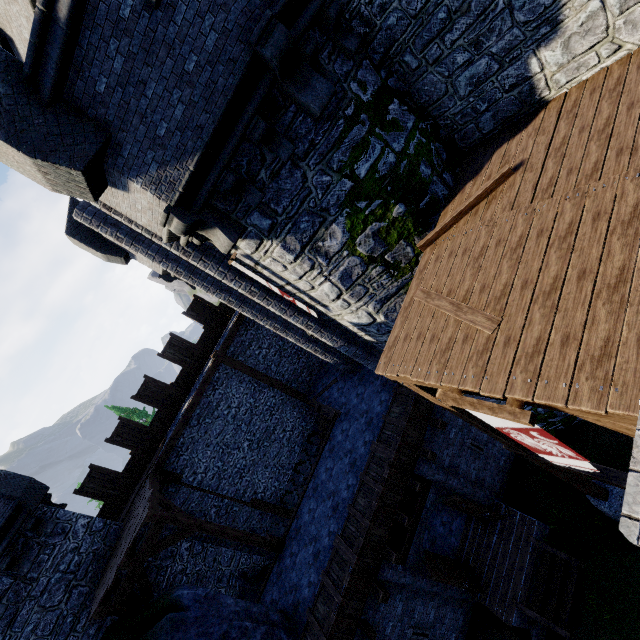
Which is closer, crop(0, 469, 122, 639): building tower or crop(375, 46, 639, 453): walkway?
crop(375, 46, 639, 453): walkway

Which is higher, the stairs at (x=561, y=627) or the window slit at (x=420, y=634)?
the window slit at (x=420, y=634)

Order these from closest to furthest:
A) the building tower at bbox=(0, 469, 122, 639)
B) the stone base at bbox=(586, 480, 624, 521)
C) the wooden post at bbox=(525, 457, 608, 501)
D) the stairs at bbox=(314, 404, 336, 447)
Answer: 1. the wooden post at bbox=(525, 457, 608, 501)
2. the stone base at bbox=(586, 480, 624, 521)
3. the building tower at bbox=(0, 469, 122, 639)
4. the stairs at bbox=(314, 404, 336, 447)

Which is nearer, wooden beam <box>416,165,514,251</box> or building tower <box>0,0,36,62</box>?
wooden beam <box>416,165,514,251</box>

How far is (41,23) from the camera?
4.48m

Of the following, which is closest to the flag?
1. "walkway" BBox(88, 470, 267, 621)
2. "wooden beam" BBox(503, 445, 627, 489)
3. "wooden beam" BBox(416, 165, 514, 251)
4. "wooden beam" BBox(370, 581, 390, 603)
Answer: "wooden beam" BBox(503, 445, 627, 489)

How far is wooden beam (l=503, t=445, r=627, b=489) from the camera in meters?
5.8

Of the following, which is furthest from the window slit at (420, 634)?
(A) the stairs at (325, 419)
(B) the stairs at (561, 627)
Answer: (A) the stairs at (325, 419)
